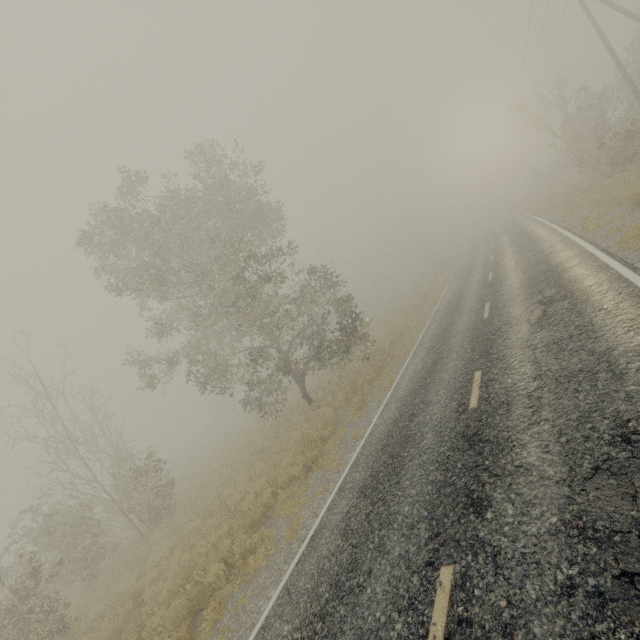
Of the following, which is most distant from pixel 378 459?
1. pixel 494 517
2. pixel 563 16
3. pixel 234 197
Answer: pixel 563 16

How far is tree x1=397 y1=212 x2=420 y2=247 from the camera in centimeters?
5300cm

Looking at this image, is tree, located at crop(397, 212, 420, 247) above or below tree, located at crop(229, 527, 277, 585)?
above

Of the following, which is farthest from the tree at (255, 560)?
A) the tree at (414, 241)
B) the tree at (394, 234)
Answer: the tree at (414, 241)

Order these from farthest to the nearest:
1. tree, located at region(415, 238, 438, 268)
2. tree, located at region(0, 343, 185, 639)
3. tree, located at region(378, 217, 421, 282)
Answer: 1. tree, located at region(415, 238, 438, 268)
2. tree, located at region(378, 217, 421, 282)
3. tree, located at region(0, 343, 185, 639)

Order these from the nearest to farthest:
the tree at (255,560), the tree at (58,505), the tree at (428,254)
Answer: the tree at (255,560) < the tree at (58,505) < the tree at (428,254)

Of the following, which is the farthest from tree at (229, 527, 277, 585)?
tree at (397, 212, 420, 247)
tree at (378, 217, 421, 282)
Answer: tree at (397, 212, 420, 247)

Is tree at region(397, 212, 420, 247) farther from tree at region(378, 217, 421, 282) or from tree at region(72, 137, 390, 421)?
tree at region(72, 137, 390, 421)
